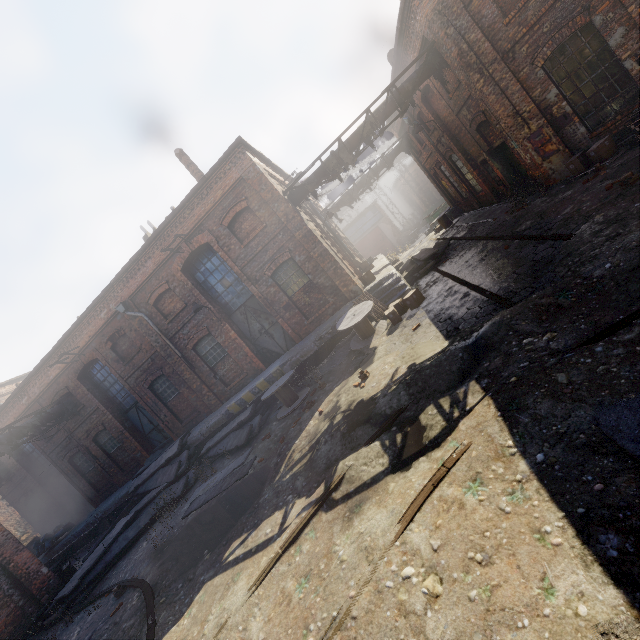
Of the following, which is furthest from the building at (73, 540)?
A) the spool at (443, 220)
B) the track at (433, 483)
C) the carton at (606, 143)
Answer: the carton at (606, 143)

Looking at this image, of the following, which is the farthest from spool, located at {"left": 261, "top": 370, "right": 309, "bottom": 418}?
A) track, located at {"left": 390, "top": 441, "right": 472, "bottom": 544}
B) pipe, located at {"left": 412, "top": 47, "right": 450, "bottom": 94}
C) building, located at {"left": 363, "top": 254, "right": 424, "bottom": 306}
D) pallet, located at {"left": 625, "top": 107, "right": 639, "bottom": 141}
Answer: pallet, located at {"left": 625, "top": 107, "right": 639, "bottom": 141}

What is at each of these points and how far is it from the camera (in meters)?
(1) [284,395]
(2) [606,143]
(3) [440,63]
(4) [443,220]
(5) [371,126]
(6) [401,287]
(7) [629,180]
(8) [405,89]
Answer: (1) spool, 11.39
(2) carton, 8.77
(3) pipe, 11.45
(4) spool, 19.83
(5) pipe, 12.17
(6) building, 12.07
(7) instancedfoliageactor, 6.17
(8) pipe, 11.70

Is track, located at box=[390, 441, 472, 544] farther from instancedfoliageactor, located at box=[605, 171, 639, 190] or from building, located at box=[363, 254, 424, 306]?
instancedfoliageactor, located at box=[605, 171, 639, 190]

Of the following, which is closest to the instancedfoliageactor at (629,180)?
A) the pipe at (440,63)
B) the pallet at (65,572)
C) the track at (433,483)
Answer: the track at (433,483)

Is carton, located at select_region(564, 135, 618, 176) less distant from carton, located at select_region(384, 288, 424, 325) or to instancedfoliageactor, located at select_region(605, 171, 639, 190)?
instancedfoliageactor, located at select_region(605, 171, 639, 190)

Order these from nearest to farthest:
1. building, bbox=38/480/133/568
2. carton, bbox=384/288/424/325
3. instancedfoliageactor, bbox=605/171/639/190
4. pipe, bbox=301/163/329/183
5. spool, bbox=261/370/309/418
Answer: instancedfoliageactor, bbox=605/171/639/190, carton, bbox=384/288/424/325, spool, bbox=261/370/309/418, pipe, bbox=301/163/329/183, building, bbox=38/480/133/568

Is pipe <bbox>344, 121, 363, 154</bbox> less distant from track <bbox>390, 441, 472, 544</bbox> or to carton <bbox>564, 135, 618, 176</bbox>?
carton <bbox>564, 135, 618, 176</bbox>
